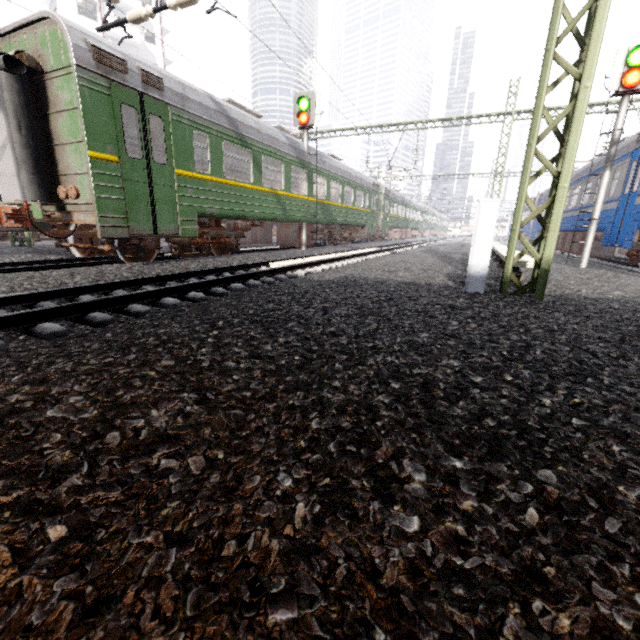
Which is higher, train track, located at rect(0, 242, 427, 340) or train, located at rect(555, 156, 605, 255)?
train, located at rect(555, 156, 605, 255)

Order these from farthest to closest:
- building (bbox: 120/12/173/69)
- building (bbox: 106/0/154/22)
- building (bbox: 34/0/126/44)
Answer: building (bbox: 120/12/173/69) < building (bbox: 106/0/154/22) < building (bbox: 34/0/126/44)

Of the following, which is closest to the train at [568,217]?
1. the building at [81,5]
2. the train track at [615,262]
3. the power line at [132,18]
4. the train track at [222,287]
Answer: the train track at [615,262]

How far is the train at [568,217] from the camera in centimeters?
1289cm

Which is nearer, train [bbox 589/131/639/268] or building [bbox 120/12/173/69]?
train [bbox 589/131/639/268]

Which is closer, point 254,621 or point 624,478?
point 254,621

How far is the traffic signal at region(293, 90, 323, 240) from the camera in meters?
12.2

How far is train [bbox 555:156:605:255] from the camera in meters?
12.9 m
